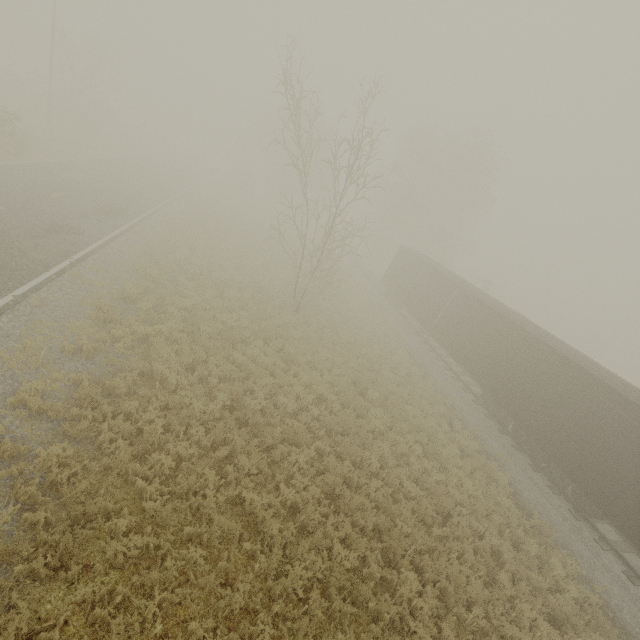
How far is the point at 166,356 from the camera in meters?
10.6 m
